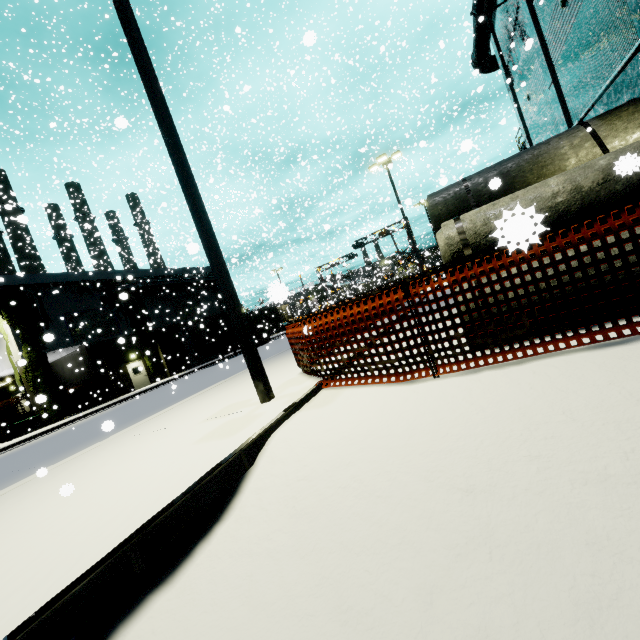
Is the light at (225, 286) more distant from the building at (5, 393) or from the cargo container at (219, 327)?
the cargo container at (219, 327)

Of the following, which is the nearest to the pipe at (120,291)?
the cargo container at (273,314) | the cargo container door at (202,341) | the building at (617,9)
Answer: the building at (617,9)

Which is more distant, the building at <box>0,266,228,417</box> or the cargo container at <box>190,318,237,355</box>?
the cargo container at <box>190,318,237,355</box>

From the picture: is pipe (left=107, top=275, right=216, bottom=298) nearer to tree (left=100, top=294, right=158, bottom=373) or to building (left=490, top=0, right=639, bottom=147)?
building (left=490, top=0, right=639, bottom=147)

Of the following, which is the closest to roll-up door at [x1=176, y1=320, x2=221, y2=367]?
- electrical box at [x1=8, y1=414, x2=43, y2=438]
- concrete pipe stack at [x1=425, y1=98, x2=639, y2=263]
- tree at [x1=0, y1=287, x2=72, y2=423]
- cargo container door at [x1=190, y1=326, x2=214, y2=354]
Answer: tree at [x1=0, y1=287, x2=72, y2=423]

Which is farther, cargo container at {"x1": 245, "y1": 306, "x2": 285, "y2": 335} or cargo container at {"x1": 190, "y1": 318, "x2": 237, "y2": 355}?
cargo container at {"x1": 245, "y1": 306, "x2": 285, "y2": 335}

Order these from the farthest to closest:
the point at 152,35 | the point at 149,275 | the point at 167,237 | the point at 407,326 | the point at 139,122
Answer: the point at 167,237 < the point at 149,275 < the point at 152,35 < the point at 139,122 < the point at 407,326

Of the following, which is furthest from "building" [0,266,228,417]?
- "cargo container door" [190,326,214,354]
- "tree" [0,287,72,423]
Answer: "cargo container door" [190,326,214,354]
